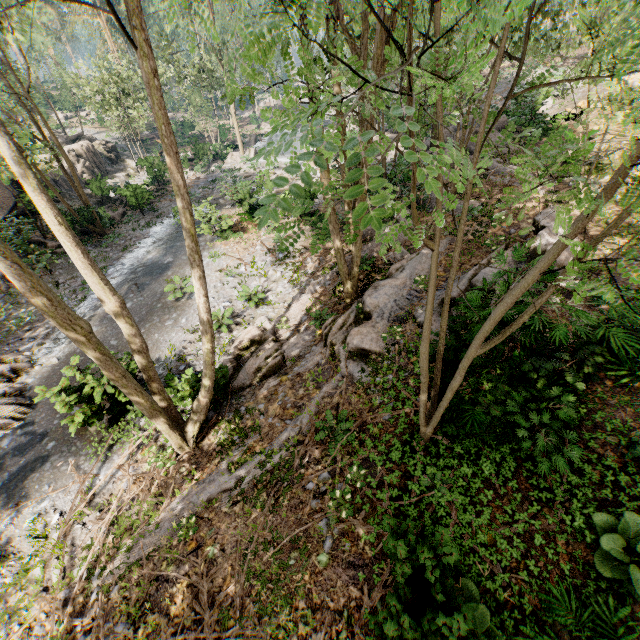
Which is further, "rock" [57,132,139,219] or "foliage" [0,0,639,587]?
"rock" [57,132,139,219]

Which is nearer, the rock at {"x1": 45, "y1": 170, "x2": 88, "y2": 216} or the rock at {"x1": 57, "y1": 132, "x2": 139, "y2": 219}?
the rock at {"x1": 45, "y1": 170, "x2": 88, "y2": 216}

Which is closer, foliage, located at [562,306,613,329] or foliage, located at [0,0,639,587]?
foliage, located at [0,0,639,587]

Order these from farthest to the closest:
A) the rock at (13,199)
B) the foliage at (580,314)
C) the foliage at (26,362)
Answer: the rock at (13,199) < the foliage at (26,362) < the foliage at (580,314)

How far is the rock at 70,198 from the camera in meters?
19.5

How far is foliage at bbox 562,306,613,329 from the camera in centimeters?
478cm

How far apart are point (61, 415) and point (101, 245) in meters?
13.3
